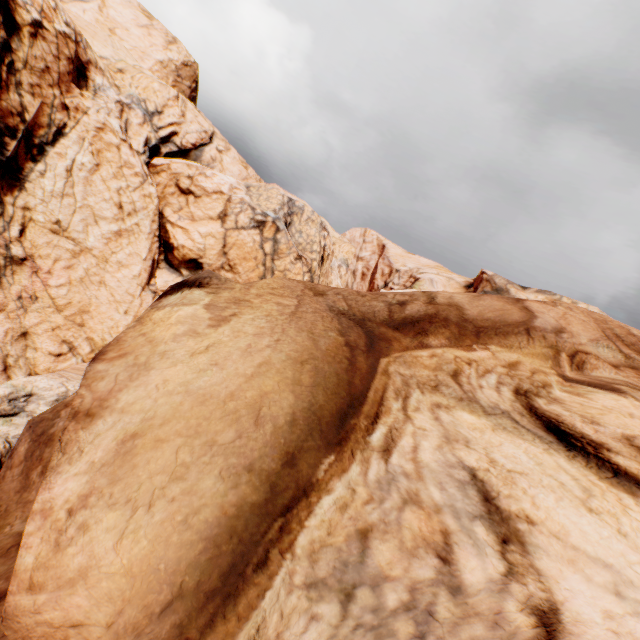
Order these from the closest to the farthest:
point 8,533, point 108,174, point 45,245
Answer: point 8,533 < point 45,245 < point 108,174
